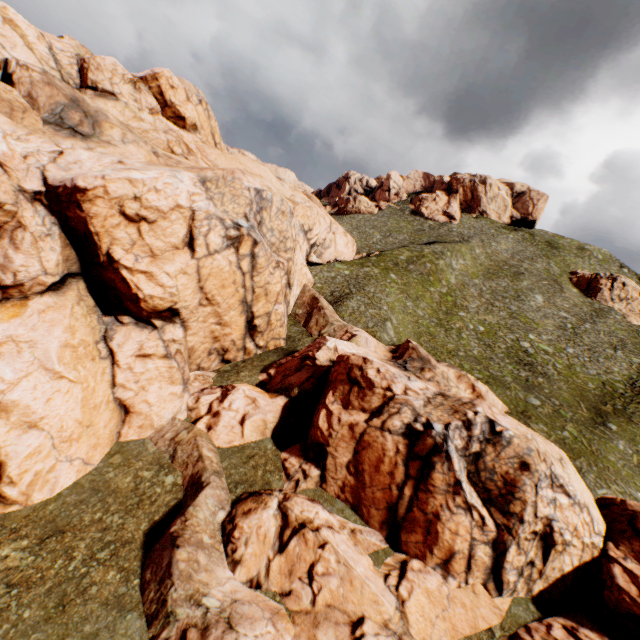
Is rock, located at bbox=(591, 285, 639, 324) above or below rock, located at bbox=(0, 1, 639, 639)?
above

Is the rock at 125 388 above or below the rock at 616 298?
below

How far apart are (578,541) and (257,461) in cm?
1760

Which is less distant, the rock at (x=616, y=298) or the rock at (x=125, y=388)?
the rock at (x=125, y=388)

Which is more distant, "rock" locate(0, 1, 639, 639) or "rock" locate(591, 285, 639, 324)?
"rock" locate(591, 285, 639, 324)
